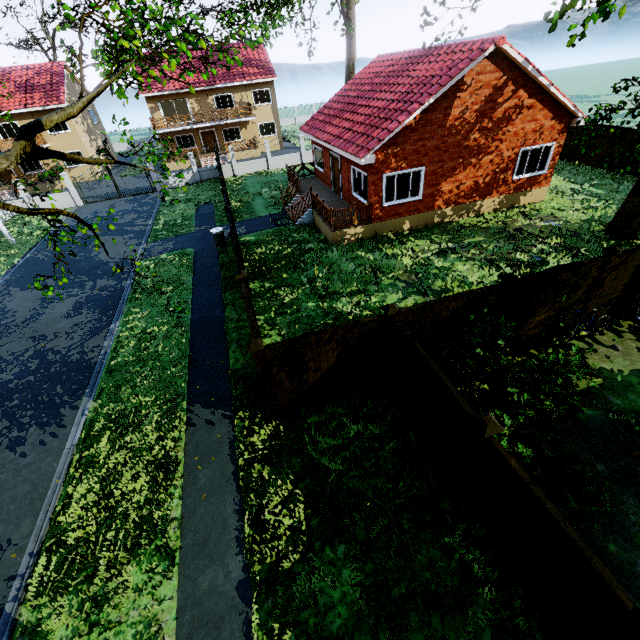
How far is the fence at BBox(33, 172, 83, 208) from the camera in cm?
2539

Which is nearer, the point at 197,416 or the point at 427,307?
the point at 427,307

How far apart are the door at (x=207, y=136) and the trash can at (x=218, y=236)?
24.6m

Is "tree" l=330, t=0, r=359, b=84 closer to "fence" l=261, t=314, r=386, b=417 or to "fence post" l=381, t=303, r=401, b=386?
"fence" l=261, t=314, r=386, b=417

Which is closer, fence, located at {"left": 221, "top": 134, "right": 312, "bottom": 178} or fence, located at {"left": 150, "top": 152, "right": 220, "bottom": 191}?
fence, located at {"left": 150, "top": 152, "right": 220, "bottom": 191}

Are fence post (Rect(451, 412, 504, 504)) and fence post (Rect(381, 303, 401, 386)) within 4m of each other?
yes

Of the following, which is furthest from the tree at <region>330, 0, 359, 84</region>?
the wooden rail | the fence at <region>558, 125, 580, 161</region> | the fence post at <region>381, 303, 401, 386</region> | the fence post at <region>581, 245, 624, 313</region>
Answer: the wooden rail

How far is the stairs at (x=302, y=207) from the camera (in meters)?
17.12
